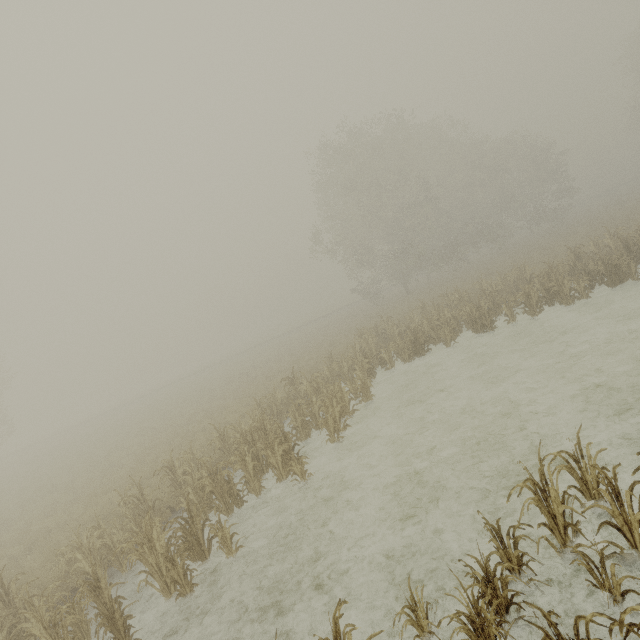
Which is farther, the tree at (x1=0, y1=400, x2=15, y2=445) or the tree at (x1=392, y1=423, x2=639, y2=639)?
the tree at (x1=0, y1=400, x2=15, y2=445)

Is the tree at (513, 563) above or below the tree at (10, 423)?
below

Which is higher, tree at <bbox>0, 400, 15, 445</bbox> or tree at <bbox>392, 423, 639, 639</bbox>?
tree at <bbox>0, 400, 15, 445</bbox>

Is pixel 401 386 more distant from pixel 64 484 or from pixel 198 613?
pixel 64 484

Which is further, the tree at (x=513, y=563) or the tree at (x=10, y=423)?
the tree at (x=10, y=423)
